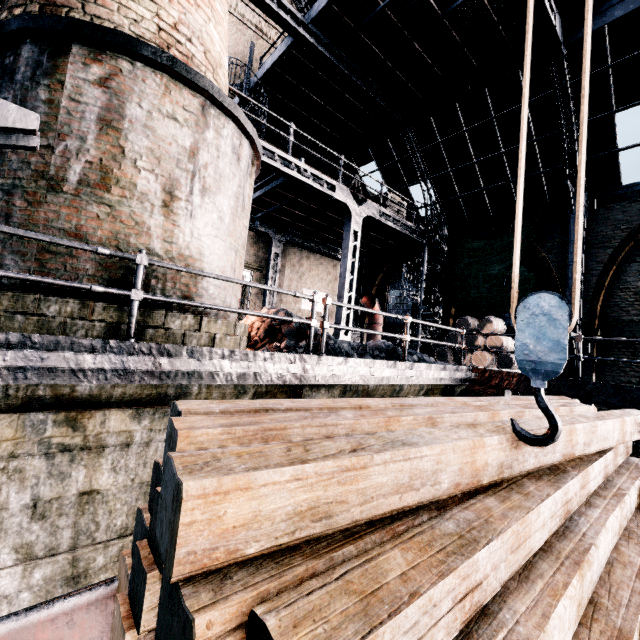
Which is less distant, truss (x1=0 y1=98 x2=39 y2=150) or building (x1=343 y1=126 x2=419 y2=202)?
truss (x1=0 y1=98 x2=39 y2=150)

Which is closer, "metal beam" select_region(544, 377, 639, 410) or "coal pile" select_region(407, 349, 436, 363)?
"metal beam" select_region(544, 377, 639, 410)

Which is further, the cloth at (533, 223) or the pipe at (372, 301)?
the pipe at (372, 301)

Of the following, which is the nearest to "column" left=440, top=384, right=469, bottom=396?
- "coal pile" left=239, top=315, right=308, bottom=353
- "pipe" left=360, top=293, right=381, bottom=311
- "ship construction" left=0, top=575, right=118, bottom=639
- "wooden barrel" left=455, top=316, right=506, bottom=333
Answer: "coal pile" left=239, top=315, right=308, bottom=353

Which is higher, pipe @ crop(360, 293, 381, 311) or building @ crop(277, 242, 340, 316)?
building @ crop(277, 242, 340, 316)

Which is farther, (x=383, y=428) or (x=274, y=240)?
(x=274, y=240)

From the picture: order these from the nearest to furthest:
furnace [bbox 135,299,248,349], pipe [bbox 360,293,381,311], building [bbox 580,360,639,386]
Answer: furnace [bbox 135,299,248,349] → building [bbox 580,360,639,386] → pipe [bbox 360,293,381,311]

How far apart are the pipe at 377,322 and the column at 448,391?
7.82m
